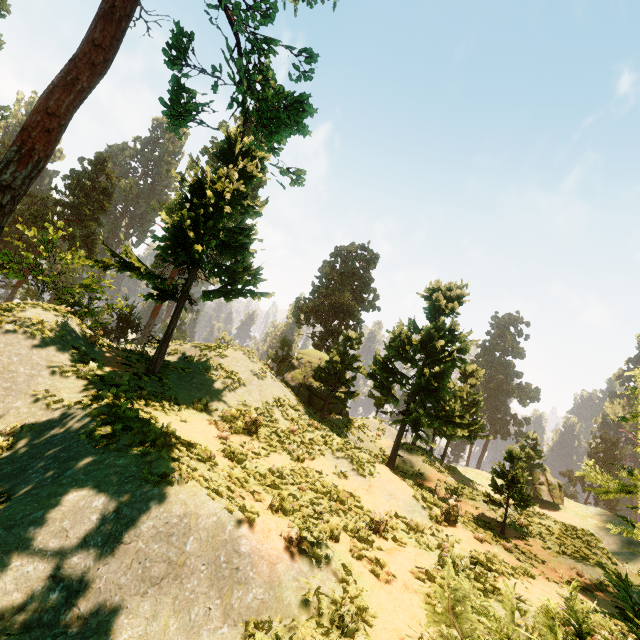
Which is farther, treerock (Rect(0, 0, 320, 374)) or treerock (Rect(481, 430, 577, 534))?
treerock (Rect(481, 430, 577, 534))

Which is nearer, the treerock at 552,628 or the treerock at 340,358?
the treerock at 552,628

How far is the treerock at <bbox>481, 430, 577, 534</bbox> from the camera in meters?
13.7 m

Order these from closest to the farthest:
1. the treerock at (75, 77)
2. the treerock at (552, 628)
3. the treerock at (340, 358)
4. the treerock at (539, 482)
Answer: the treerock at (552, 628)
the treerock at (75, 77)
the treerock at (539, 482)
the treerock at (340, 358)

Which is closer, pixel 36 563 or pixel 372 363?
pixel 36 563

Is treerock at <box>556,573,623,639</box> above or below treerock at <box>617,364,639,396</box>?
below
